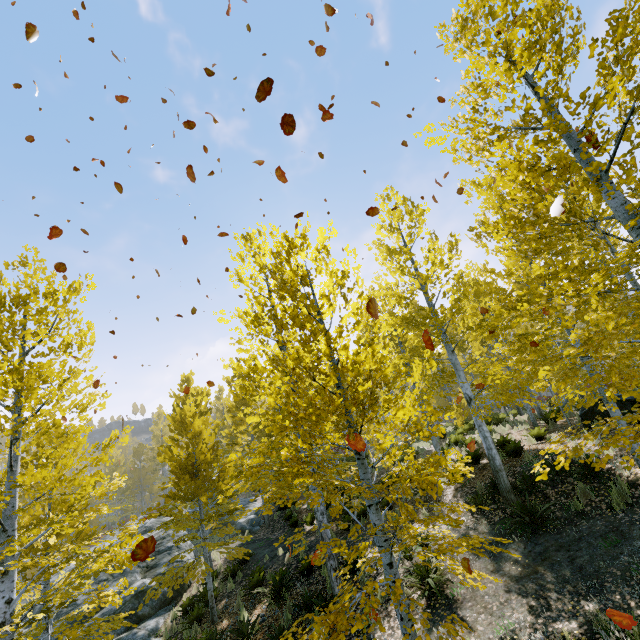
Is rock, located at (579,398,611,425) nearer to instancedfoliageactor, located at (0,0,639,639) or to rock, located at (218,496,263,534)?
instancedfoliageactor, located at (0,0,639,639)

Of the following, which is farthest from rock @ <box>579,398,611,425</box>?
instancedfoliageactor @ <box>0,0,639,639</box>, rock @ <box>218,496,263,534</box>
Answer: rock @ <box>218,496,263,534</box>

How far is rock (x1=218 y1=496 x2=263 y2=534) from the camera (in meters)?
20.55

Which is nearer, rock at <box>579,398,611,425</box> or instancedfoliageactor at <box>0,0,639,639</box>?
instancedfoliageactor at <box>0,0,639,639</box>

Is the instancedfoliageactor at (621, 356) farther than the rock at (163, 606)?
No

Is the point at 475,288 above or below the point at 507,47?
below

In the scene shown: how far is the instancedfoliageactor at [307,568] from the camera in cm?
461

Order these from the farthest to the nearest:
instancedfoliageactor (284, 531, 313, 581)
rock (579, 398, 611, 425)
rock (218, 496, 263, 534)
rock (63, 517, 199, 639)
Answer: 1. rock (218, 496, 263, 534)
2. rock (63, 517, 199, 639)
3. rock (579, 398, 611, 425)
4. instancedfoliageactor (284, 531, 313, 581)
